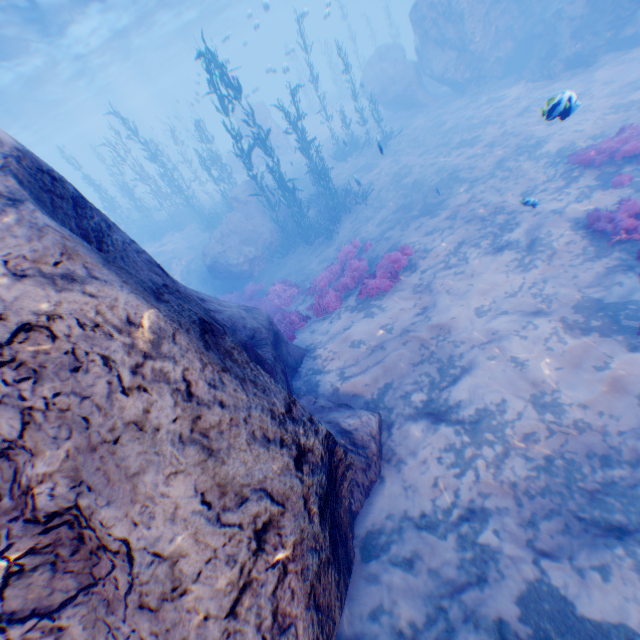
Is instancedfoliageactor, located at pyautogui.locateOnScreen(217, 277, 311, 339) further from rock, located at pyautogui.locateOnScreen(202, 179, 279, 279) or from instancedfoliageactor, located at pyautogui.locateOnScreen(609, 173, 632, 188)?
instancedfoliageactor, located at pyautogui.locateOnScreen(609, 173, 632, 188)

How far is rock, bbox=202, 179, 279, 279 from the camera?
17.14m

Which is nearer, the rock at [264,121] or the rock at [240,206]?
the rock at [240,206]

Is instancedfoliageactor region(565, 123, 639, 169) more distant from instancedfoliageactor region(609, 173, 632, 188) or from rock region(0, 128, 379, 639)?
rock region(0, 128, 379, 639)

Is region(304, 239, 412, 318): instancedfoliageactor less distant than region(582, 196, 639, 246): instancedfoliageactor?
No

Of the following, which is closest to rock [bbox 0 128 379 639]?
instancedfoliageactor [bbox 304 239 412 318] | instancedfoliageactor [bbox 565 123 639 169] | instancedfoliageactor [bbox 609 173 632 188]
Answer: instancedfoliageactor [bbox 304 239 412 318]

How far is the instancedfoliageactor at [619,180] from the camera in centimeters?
837cm

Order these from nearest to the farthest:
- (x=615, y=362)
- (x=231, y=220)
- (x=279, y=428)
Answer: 1. (x=279, y=428)
2. (x=615, y=362)
3. (x=231, y=220)
